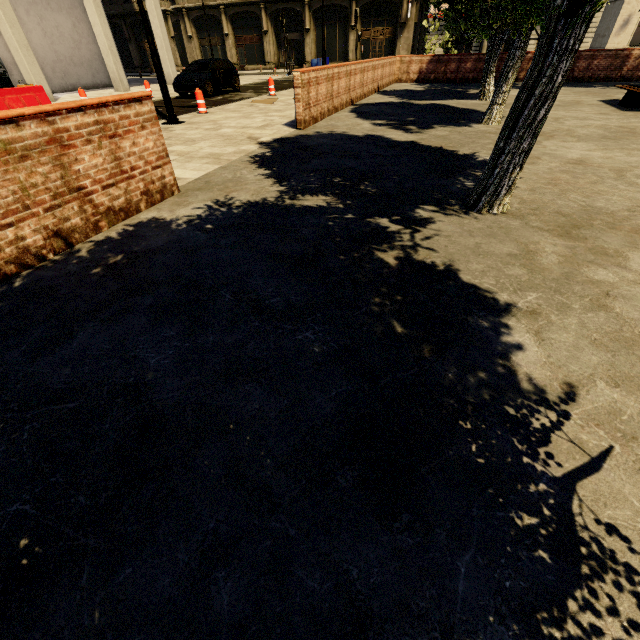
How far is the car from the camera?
15.20m

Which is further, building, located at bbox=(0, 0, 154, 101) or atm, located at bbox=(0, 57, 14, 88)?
atm, located at bbox=(0, 57, 14, 88)

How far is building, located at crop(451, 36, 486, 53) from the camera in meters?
29.7

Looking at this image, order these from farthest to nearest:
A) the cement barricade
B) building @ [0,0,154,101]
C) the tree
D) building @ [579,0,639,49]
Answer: building @ [579,0,639,49] → building @ [0,0,154,101] → the cement barricade → the tree

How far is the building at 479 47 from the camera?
29.7 meters

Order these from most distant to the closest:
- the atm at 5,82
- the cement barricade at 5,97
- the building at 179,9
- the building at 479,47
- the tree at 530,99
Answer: the building at 479,47, the building at 179,9, the atm at 5,82, the cement barricade at 5,97, the tree at 530,99

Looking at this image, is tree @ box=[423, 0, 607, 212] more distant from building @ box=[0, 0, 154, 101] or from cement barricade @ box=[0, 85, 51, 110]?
cement barricade @ box=[0, 85, 51, 110]

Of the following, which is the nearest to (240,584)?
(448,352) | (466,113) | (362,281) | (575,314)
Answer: (448,352)
